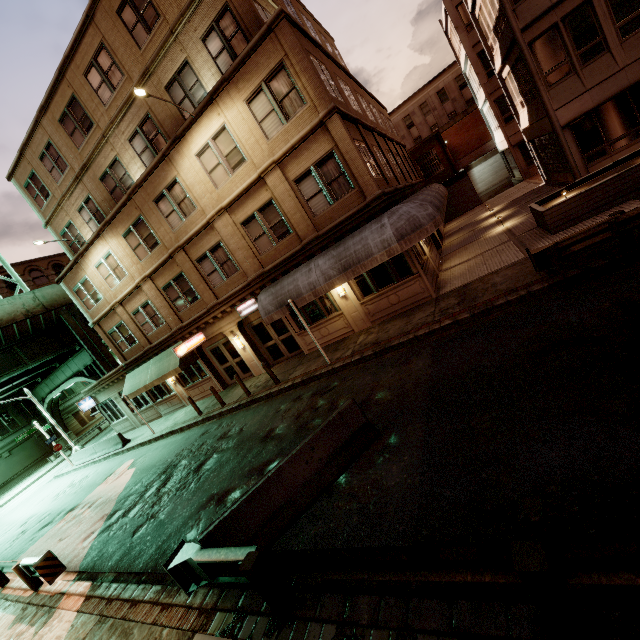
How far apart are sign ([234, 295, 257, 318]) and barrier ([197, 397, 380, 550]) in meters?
10.0

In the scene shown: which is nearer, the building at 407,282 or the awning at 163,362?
the building at 407,282

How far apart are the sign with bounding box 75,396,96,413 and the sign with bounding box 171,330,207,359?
14.8 meters

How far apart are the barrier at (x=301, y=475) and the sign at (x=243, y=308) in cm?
997

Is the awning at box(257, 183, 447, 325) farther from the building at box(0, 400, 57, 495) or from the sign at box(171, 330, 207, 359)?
the building at box(0, 400, 57, 495)

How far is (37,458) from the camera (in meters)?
40.88

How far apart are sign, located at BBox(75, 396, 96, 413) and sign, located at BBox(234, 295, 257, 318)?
18.0 meters

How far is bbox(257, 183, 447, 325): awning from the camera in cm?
1141
